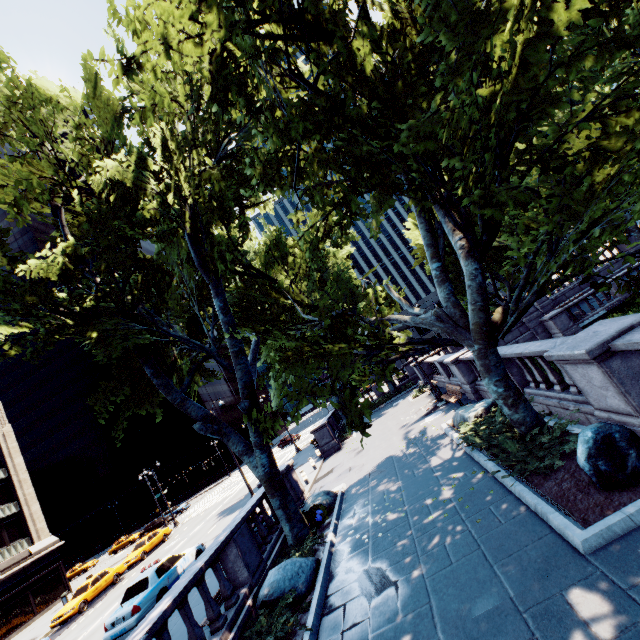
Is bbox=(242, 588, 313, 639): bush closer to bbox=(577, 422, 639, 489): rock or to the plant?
the plant

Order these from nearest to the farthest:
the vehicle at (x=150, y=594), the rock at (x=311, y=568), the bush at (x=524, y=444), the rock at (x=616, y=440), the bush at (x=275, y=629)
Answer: the rock at (x=616, y=440), the bush at (x=275, y=629), the bush at (x=524, y=444), the rock at (x=311, y=568), the vehicle at (x=150, y=594)

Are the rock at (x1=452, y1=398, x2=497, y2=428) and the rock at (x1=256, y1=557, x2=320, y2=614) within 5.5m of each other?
no

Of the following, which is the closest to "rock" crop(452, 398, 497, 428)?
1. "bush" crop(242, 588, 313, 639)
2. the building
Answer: "bush" crop(242, 588, 313, 639)

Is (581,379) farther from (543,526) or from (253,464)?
(253,464)

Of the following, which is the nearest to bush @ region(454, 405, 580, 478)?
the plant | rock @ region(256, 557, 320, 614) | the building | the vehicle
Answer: rock @ region(256, 557, 320, 614)

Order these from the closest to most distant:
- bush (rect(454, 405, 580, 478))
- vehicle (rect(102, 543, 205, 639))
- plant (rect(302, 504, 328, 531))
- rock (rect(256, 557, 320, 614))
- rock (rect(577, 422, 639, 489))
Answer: rock (rect(577, 422, 639, 489)) < bush (rect(454, 405, 580, 478)) < rock (rect(256, 557, 320, 614)) < plant (rect(302, 504, 328, 531)) < vehicle (rect(102, 543, 205, 639))

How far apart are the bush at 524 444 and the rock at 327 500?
6.98m
